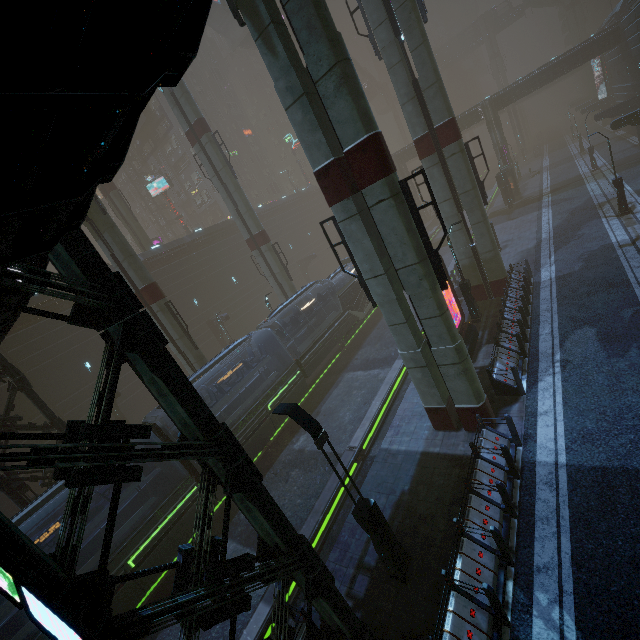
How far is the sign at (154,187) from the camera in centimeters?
4544cm

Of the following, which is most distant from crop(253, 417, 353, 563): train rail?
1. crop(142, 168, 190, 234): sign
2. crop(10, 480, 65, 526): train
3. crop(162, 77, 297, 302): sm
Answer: crop(142, 168, 190, 234): sign

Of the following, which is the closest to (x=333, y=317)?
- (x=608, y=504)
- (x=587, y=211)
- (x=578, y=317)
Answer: (x=578, y=317)

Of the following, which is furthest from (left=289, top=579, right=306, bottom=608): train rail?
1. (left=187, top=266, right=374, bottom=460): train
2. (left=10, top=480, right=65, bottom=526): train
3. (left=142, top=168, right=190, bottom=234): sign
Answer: (left=142, top=168, right=190, bottom=234): sign

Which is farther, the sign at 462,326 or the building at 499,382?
the sign at 462,326

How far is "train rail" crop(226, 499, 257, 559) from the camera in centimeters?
1303cm

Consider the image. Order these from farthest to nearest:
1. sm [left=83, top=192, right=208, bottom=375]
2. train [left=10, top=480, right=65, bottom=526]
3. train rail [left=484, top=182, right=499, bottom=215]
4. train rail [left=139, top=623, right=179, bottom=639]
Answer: train rail [left=484, top=182, right=499, bottom=215] < sm [left=83, top=192, right=208, bottom=375] < train rail [left=139, top=623, right=179, bottom=639] < train [left=10, top=480, right=65, bottom=526]

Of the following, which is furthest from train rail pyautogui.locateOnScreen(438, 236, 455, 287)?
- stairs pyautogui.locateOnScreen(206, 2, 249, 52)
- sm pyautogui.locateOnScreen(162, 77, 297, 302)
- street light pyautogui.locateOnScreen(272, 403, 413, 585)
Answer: stairs pyautogui.locateOnScreen(206, 2, 249, 52)
